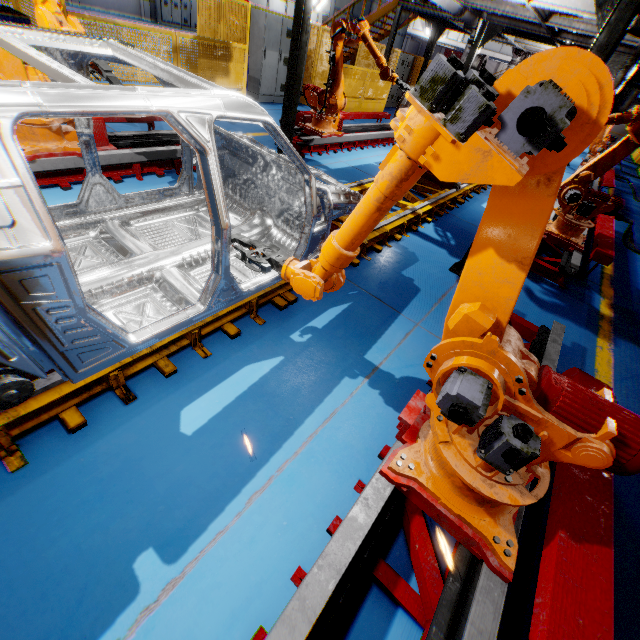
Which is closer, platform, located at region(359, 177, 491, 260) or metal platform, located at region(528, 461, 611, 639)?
metal platform, located at region(528, 461, 611, 639)

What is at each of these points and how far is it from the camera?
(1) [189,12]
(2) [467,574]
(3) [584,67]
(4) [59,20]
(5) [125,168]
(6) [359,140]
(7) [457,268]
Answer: (1) cabinet, 21.5m
(2) metal platform, 1.8m
(3) robot arm, 1.1m
(4) robot arm, 2.6m
(5) metal platform, 4.7m
(6) metal platform, 8.8m
(7) metal pole, 4.9m

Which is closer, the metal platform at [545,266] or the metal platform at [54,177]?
the metal platform at [54,177]

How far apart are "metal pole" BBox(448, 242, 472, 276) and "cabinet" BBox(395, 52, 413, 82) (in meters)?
14.51

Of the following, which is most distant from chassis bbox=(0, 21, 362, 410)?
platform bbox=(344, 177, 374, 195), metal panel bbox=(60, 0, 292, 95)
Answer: metal panel bbox=(60, 0, 292, 95)

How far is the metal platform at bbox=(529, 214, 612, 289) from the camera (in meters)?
5.16

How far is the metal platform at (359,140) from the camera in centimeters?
738cm

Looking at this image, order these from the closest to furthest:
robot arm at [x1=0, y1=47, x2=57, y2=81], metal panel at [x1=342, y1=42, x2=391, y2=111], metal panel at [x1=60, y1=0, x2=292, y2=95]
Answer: robot arm at [x1=0, y1=47, x2=57, y2=81] < metal panel at [x1=60, y1=0, x2=292, y2=95] < metal panel at [x1=342, y1=42, x2=391, y2=111]
